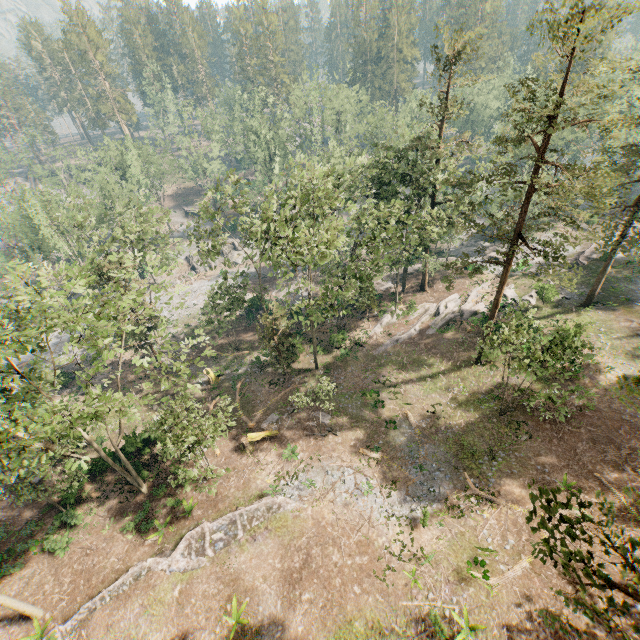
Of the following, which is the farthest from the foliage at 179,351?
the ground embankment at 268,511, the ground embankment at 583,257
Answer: the ground embankment at 268,511

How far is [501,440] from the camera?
23.8m

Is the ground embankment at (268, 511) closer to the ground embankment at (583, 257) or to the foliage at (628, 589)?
the foliage at (628, 589)

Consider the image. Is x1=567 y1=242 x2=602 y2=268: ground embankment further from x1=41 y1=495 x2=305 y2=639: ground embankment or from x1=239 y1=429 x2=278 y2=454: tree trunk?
x1=41 y1=495 x2=305 y2=639: ground embankment

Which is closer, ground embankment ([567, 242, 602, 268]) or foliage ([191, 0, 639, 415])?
foliage ([191, 0, 639, 415])

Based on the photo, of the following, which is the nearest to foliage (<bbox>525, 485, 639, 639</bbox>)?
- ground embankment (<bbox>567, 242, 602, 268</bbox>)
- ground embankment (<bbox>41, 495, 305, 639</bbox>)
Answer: ground embankment (<bbox>567, 242, 602, 268</bbox>)

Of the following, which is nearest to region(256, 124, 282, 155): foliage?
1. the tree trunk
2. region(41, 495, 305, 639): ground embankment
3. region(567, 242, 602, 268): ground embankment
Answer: region(567, 242, 602, 268): ground embankment

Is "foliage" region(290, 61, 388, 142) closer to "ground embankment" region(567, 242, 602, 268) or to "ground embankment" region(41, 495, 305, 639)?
"ground embankment" region(567, 242, 602, 268)
